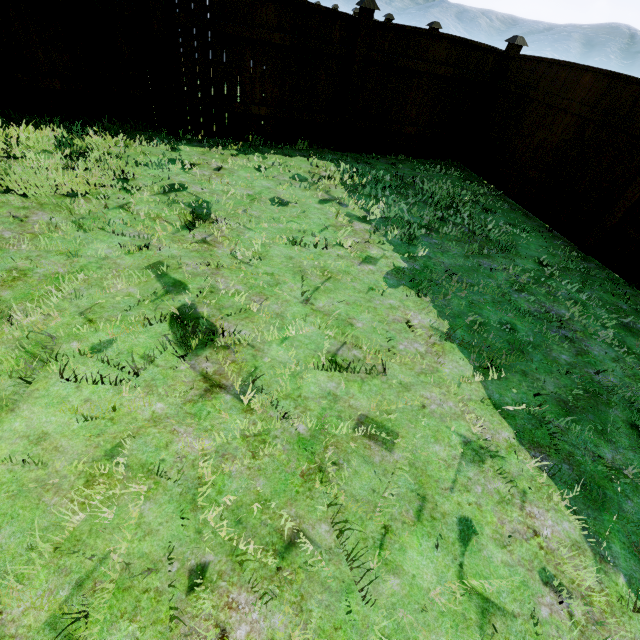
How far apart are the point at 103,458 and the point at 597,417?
3.62m

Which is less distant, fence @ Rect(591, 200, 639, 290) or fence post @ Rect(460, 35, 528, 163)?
fence @ Rect(591, 200, 639, 290)

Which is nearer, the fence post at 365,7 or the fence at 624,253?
the fence at 624,253

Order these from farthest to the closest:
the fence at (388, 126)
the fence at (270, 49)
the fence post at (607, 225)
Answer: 1. the fence at (388, 126)
2. the fence at (270, 49)
3. the fence post at (607, 225)

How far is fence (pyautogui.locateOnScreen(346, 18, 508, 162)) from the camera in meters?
5.6

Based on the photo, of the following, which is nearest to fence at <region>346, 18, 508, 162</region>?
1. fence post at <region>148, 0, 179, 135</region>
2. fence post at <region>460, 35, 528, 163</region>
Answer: fence post at <region>460, 35, 528, 163</region>

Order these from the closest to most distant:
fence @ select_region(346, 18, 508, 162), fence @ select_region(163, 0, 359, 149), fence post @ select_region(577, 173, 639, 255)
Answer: fence post @ select_region(577, 173, 639, 255)
fence @ select_region(163, 0, 359, 149)
fence @ select_region(346, 18, 508, 162)

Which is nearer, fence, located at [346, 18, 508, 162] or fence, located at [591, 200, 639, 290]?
fence, located at [591, 200, 639, 290]
